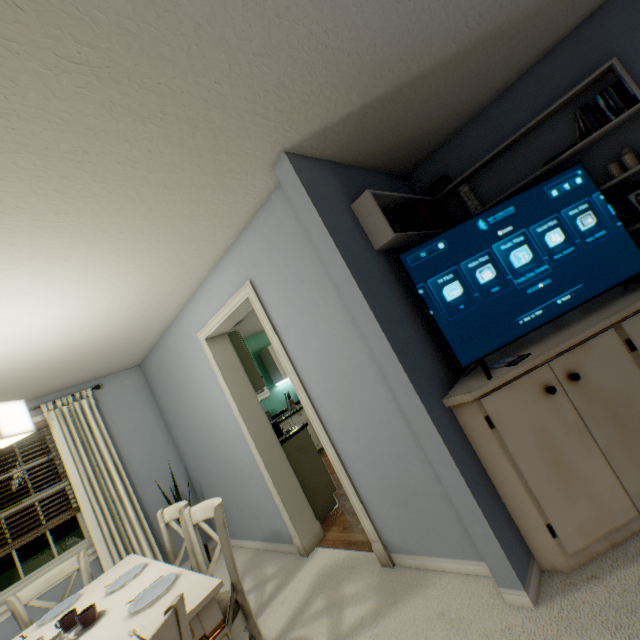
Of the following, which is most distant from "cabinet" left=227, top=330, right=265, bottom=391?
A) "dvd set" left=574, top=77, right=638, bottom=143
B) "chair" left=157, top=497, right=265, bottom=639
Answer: "dvd set" left=574, top=77, right=638, bottom=143

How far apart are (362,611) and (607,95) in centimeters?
335cm

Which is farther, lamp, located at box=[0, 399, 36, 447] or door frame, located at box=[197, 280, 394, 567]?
door frame, located at box=[197, 280, 394, 567]

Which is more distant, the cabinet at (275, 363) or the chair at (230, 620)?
the cabinet at (275, 363)

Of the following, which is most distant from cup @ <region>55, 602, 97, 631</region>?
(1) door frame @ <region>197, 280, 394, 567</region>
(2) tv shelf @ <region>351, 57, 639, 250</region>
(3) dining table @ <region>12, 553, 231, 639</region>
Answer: (2) tv shelf @ <region>351, 57, 639, 250</region>

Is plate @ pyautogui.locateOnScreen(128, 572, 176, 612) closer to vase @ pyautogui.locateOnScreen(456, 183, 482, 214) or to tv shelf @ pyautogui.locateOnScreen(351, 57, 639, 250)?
tv shelf @ pyautogui.locateOnScreen(351, 57, 639, 250)

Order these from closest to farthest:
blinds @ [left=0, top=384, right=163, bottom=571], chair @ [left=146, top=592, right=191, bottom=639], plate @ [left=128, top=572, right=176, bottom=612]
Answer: chair @ [left=146, top=592, right=191, bottom=639] → plate @ [left=128, top=572, right=176, bottom=612] → blinds @ [left=0, top=384, right=163, bottom=571]

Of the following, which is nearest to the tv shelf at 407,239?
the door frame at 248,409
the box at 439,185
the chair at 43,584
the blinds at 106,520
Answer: the box at 439,185
